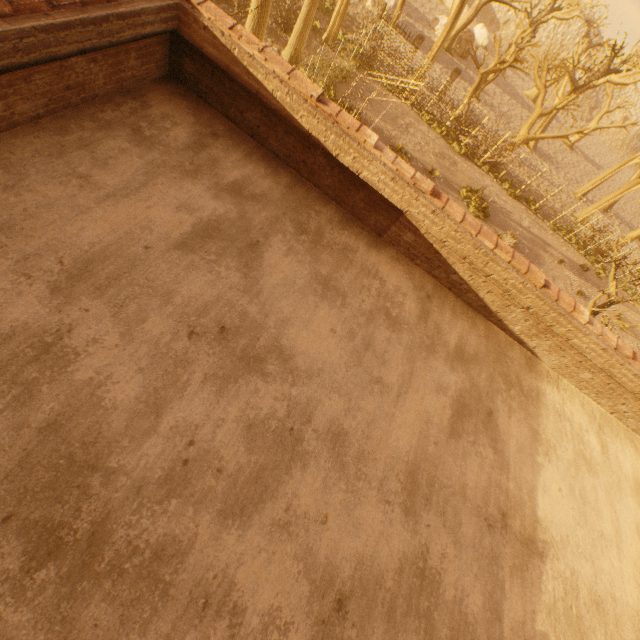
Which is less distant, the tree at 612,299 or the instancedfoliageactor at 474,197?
the tree at 612,299

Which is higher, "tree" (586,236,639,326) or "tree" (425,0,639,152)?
"tree" (586,236,639,326)

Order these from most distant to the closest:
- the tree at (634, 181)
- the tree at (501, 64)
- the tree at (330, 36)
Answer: the tree at (634, 181) → the tree at (501, 64) → the tree at (330, 36)

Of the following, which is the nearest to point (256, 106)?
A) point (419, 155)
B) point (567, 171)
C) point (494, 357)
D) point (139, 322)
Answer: point (139, 322)

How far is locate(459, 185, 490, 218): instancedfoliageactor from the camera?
22.0 meters

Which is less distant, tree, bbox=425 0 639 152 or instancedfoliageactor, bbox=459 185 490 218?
instancedfoliageactor, bbox=459 185 490 218

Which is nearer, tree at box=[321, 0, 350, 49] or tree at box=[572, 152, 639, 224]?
tree at box=[321, 0, 350, 49]
